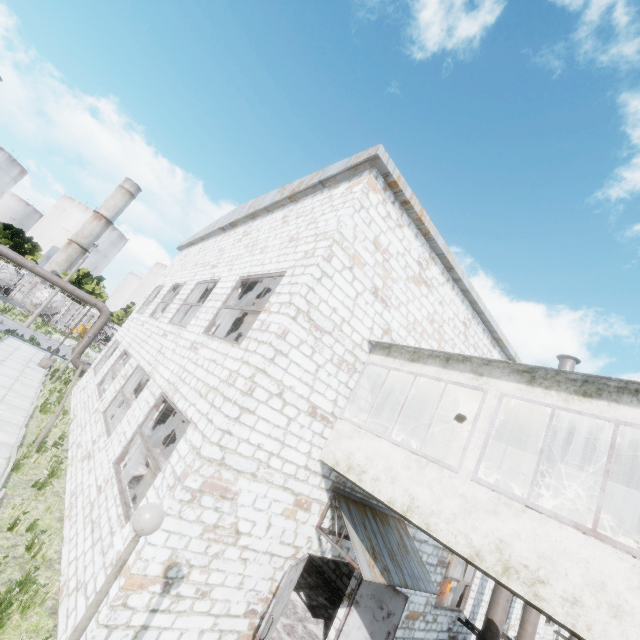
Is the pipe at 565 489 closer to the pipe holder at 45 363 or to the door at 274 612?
the door at 274 612

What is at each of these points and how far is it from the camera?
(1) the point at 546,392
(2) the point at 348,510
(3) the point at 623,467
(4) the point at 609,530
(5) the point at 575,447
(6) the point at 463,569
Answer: (1) building, 5.0m
(2) awning, 7.3m
(3) building, 6.5m
(4) pipe, 22.4m
(5) building, 7.2m
(6) column beam, 13.5m

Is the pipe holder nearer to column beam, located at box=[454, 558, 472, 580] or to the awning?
the awning

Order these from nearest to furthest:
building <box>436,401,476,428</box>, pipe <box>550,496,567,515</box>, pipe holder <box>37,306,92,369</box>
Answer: building <box>436,401,476,428</box>, pipe <box>550,496,567,515</box>, pipe holder <box>37,306,92,369</box>

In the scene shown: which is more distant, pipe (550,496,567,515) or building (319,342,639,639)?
pipe (550,496,567,515)

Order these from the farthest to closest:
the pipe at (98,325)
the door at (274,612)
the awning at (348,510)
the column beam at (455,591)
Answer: Answer:
1. the pipe at (98,325)
2. the column beam at (455,591)
3. the awning at (348,510)
4. the door at (274,612)

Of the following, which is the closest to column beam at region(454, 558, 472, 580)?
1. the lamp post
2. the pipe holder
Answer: the lamp post

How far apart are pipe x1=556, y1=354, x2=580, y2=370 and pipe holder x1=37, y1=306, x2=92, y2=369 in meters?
26.3
